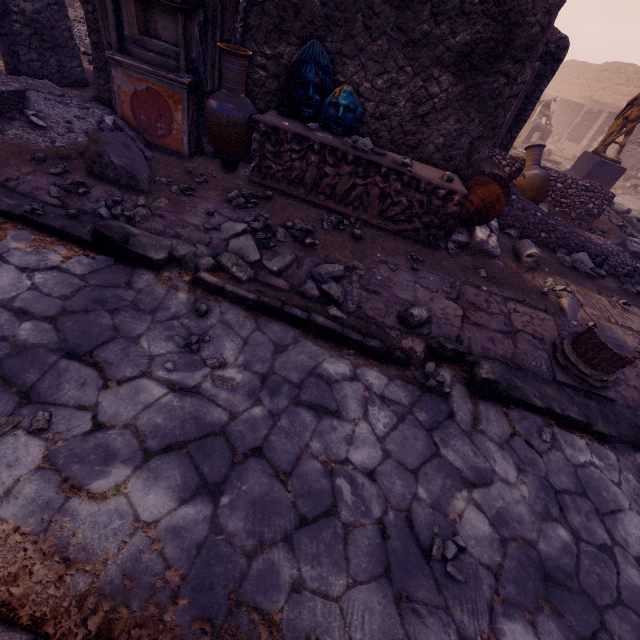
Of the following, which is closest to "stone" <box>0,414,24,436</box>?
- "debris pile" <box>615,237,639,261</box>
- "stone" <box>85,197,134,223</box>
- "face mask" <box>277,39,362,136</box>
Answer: "stone" <box>85,197,134,223</box>

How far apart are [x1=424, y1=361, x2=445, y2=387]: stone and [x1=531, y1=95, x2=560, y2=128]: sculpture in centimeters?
1937cm

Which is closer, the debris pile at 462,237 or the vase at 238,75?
the vase at 238,75

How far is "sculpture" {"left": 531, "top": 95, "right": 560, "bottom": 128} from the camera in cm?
1554

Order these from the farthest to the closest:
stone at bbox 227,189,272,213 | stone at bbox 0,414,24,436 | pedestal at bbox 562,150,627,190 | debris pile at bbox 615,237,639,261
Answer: pedestal at bbox 562,150,627,190 < debris pile at bbox 615,237,639,261 < stone at bbox 227,189,272,213 < stone at bbox 0,414,24,436

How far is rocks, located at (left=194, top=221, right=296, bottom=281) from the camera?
3.2m

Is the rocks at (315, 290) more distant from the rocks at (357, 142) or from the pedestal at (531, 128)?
the pedestal at (531, 128)

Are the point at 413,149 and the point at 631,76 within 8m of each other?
no
